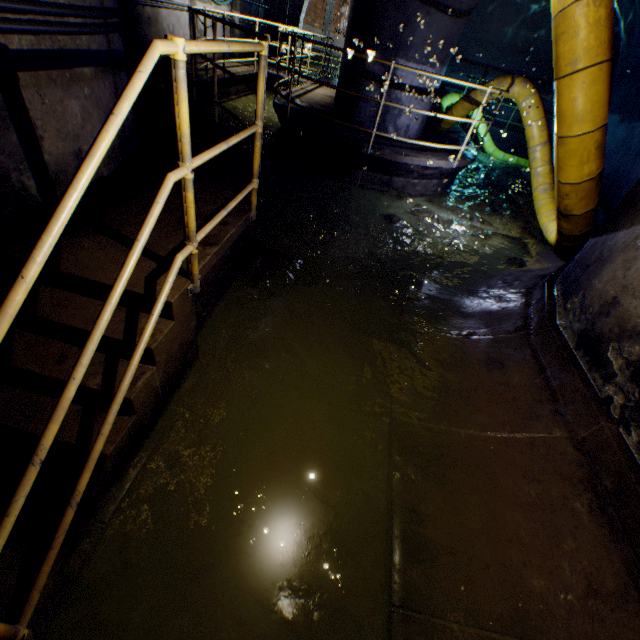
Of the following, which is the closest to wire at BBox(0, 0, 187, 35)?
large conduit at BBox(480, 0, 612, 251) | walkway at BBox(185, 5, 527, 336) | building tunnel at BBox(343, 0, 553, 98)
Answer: building tunnel at BBox(343, 0, 553, 98)

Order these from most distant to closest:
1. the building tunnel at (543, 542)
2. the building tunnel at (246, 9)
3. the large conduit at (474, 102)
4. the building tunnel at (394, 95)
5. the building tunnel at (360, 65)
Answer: the building tunnel at (246, 9) < the large conduit at (474, 102) < the building tunnel at (360, 65) < the building tunnel at (394, 95) < the building tunnel at (543, 542)

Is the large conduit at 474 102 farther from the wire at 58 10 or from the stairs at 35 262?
the wire at 58 10

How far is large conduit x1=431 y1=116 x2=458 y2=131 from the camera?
8.2 meters

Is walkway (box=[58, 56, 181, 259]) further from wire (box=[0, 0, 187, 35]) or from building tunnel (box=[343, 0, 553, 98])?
wire (box=[0, 0, 187, 35])

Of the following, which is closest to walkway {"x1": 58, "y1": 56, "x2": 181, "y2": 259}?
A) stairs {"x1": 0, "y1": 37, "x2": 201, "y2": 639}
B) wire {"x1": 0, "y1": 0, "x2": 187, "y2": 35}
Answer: stairs {"x1": 0, "y1": 37, "x2": 201, "y2": 639}

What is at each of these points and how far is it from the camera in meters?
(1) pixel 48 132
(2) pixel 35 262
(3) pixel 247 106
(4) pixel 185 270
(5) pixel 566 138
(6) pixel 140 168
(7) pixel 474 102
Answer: (1) building tunnel, 2.4
(2) stairs, 1.0
(3) building tunnel, 10.7
(4) walkway, 2.2
(5) large conduit, 3.2
(6) walkway, 3.3
(7) large conduit, 7.4
